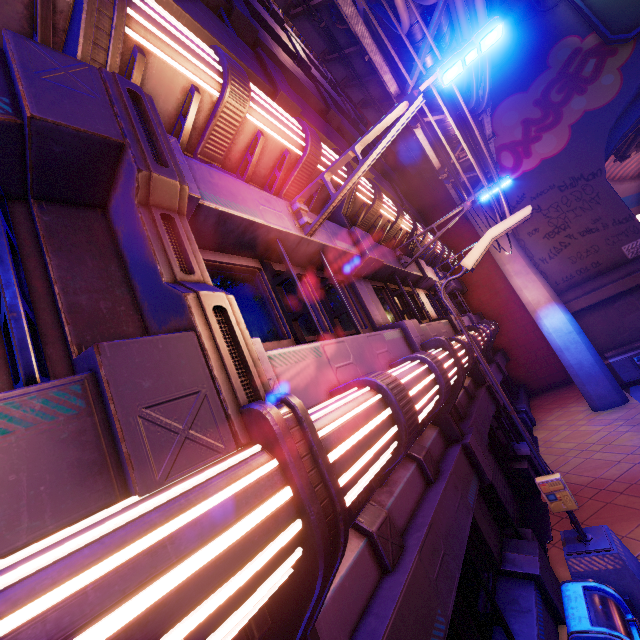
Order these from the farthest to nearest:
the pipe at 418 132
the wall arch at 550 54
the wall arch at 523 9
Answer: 1. the wall arch at 523 9
2. the wall arch at 550 54
3. the pipe at 418 132

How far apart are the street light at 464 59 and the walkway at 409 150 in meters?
15.6 m

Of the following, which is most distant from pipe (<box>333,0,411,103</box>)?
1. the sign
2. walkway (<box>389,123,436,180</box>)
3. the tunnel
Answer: the sign

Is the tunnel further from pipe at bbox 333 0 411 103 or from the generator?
pipe at bbox 333 0 411 103

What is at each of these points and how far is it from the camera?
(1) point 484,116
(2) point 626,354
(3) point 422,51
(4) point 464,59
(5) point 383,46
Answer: (1) pipe, 10.5m
(2) generator, 12.9m
(3) pipe, 7.0m
(4) street light, 3.7m
(5) cable, 8.0m

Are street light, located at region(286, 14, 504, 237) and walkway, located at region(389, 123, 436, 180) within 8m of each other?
no

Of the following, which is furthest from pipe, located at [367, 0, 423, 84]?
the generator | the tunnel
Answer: the generator

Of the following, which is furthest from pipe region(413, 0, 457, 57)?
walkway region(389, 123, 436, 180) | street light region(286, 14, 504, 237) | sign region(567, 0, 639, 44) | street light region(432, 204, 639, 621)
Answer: sign region(567, 0, 639, 44)
